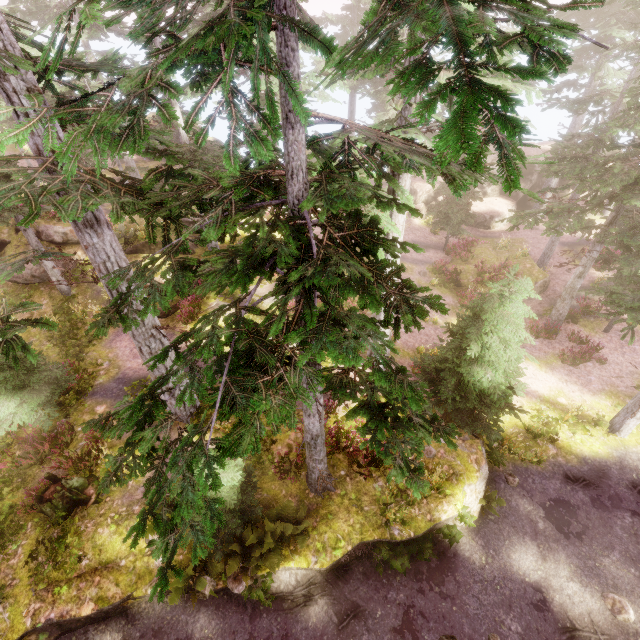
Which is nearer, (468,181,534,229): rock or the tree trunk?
the tree trunk

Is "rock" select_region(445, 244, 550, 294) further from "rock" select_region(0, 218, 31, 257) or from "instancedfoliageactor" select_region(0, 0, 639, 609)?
"rock" select_region(0, 218, 31, 257)

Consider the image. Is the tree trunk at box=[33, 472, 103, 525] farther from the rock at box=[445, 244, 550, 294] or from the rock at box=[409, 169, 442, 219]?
the rock at box=[409, 169, 442, 219]

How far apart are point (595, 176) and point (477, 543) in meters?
15.7

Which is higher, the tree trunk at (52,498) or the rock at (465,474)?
the tree trunk at (52,498)

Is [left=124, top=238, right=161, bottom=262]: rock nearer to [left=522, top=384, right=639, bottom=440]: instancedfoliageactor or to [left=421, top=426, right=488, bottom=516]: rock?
[left=522, top=384, right=639, bottom=440]: instancedfoliageactor

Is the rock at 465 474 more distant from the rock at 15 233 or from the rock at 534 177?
the rock at 534 177

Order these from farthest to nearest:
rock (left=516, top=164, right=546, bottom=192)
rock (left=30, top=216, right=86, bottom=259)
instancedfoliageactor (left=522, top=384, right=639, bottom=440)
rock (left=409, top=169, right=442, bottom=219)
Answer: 1. rock (left=516, top=164, right=546, bottom=192)
2. rock (left=409, top=169, right=442, bottom=219)
3. rock (left=30, top=216, right=86, bottom=259)
4. instancedfoliageactor (left=522, top=384, right=639, bottom=440)
